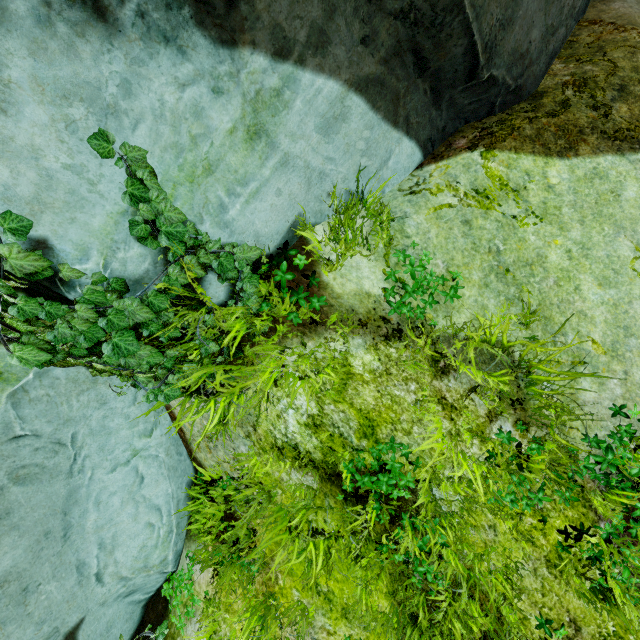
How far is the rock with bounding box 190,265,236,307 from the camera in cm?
229

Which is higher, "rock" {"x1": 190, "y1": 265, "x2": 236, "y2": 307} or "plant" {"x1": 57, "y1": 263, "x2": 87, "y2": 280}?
"plant" {"x1": 57, "y1": 263, "x2": 87, "y2": 280}

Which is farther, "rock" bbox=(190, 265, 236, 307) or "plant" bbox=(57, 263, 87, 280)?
"rock" bbox=(190, 265, 236, 307)

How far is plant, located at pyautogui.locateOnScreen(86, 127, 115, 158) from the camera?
1.7m

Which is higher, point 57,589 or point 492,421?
point 57,589

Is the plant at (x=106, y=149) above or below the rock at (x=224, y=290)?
above

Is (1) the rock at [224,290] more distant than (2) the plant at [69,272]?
Yes
